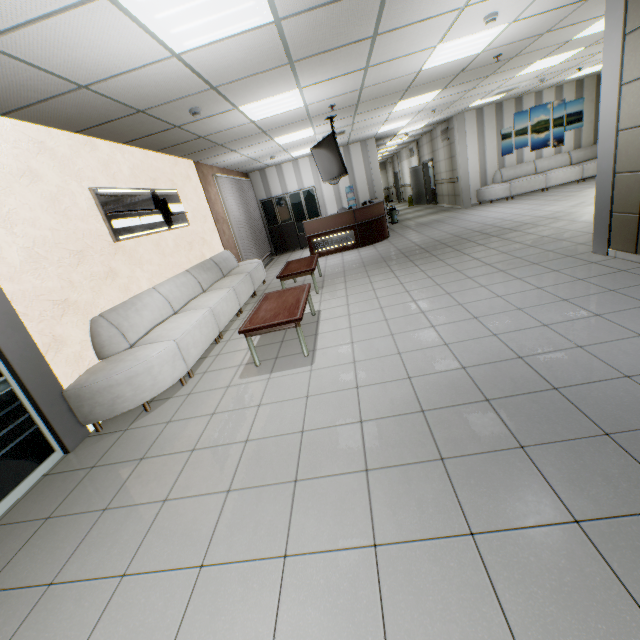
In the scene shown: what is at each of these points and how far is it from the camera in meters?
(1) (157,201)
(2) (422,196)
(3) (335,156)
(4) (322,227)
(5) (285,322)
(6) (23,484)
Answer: (1) sign, 5.6
(2) door, 17.6
(3) tv, 6.8
(4) desk, 9.9
(5) table, 3.8
(6) doorway, 2.9

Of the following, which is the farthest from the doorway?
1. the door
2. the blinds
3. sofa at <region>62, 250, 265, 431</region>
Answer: the door

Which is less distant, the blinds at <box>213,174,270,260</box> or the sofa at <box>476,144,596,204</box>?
the blinds at <box>213,174,270,260</box>

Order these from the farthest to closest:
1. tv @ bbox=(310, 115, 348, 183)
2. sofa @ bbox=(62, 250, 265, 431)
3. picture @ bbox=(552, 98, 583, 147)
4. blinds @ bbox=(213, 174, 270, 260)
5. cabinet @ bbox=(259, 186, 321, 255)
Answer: cabinet @ bbox=(259, 186, 321, 255)
picture @ bbox=(552, 98, 583, 147)
blinds @ bbox=(213, 174, 270, 260)
tv @ bbox=(310, 115, 348, 183)
sofa @ bbox=(62, 250, 265, 431)

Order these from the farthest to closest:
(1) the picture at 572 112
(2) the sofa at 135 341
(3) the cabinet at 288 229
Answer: (3) the cabinet at 288 229, (1) the picture at 572 112, (2) the sofa at 135 341

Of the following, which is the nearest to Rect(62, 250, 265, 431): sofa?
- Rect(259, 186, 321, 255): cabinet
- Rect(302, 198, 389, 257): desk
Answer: Rect(302, 198, 389, 257): desk

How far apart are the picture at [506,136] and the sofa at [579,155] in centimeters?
27cm

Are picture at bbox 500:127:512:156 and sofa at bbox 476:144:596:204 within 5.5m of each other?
yes
